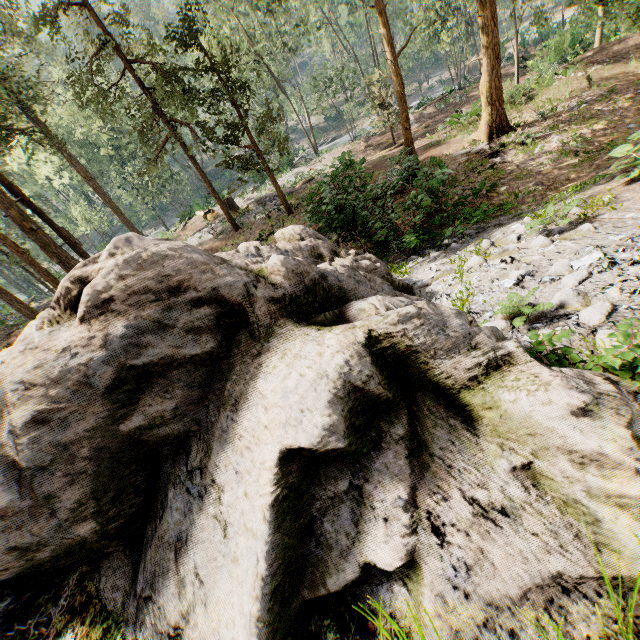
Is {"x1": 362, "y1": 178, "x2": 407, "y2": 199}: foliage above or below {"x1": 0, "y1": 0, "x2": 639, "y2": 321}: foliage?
below

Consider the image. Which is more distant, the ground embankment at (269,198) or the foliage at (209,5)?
the ground embankment at (269,198)

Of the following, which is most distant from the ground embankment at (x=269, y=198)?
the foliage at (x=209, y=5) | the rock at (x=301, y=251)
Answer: the rock at (x=301, y=251)

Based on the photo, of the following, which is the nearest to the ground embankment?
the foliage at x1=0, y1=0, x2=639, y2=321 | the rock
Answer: the foliage at x1=0, y1=0, x2=639, y2=321

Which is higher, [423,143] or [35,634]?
[35,634]

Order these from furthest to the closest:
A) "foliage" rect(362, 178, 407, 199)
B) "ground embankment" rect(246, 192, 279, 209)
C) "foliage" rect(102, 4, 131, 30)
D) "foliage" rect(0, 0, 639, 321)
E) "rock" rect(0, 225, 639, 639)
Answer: "ground embankment" rect(246, 192, 279, 209)
"foliage" rect(0, 0, 639, 321)
"foliage" rect(102, 4, 131, 30)
"foliage" rect(362, 178, 407, 199)
"rock" rect(0, 225, 639, 639)

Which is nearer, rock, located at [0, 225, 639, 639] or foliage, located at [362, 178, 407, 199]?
rock, located at [0, 225, 639, 639]

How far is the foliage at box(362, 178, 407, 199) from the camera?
10.6 meters
